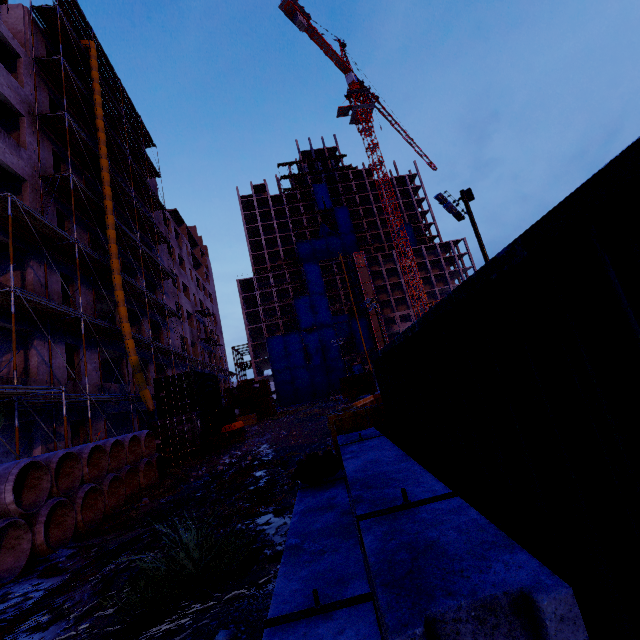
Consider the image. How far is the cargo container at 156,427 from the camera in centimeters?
1697cm

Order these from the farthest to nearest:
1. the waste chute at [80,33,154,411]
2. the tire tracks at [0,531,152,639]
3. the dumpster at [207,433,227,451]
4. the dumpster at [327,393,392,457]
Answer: the dumpster at [207,433,227,451]
the waste chute at [80,33,154,411]
the dumpster at [327,393,392,457]
the tire tracks at [0,531,152,639]

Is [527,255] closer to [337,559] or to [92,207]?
[337,559]

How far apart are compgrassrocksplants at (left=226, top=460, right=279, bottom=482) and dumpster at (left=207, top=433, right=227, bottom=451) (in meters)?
8.76

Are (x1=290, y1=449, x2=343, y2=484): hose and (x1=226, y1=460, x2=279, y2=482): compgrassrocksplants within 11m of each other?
yes

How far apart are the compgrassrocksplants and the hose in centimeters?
751cm

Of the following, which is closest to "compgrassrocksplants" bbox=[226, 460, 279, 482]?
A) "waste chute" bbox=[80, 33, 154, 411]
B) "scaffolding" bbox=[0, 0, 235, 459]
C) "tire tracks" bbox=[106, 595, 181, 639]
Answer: "tire tracks" bbox=[106, 595, 181, 639]

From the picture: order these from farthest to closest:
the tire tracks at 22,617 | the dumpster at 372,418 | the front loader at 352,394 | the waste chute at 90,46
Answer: the front loader at 352,394 → the waste chute at 90,46 → the dumpster at 372,418 → the tire tracks at 22,617
